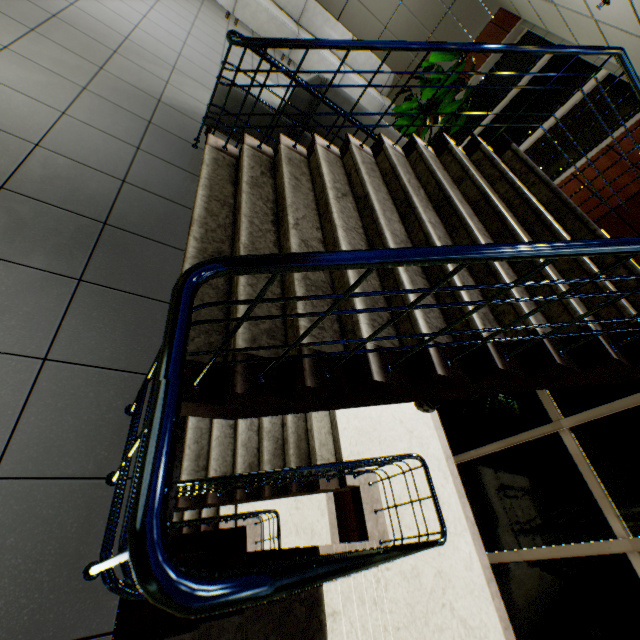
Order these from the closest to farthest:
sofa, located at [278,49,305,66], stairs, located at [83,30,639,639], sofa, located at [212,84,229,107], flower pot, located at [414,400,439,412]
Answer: stairs, located at [83,30,639,639] < sofa, located at [212,84,229,107] < flower pot, located at [414,400,439,412] < sofa, located at [278,49,305,66]

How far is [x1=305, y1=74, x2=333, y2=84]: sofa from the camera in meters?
3.0

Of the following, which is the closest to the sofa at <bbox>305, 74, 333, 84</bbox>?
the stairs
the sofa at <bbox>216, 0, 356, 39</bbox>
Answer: the stairs

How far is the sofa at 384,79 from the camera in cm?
779

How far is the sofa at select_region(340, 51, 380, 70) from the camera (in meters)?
7.38

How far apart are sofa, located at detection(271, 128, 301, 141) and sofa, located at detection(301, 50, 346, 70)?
4.0 meters

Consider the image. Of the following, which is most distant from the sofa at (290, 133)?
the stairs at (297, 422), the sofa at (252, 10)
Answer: the sofa at (252, 10)

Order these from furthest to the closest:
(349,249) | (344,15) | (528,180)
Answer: (344,15) < (528,180) < (349,249)
